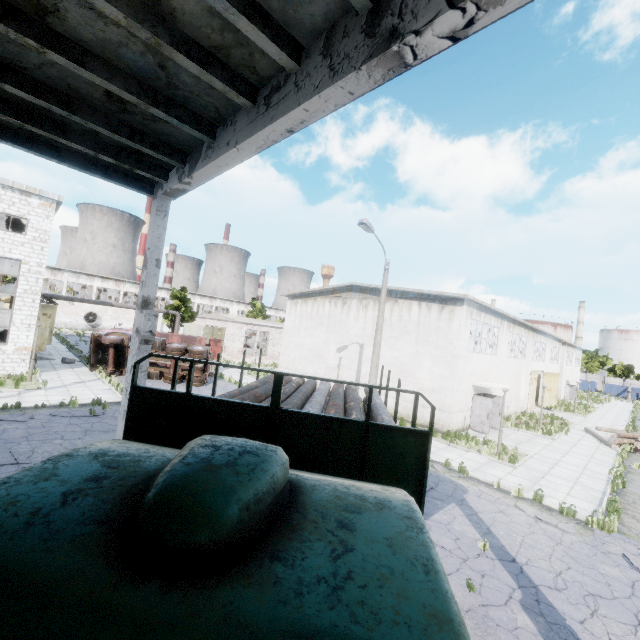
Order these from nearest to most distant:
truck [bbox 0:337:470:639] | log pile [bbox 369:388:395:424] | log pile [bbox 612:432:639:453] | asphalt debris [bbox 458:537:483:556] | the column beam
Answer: truck [bbox 0:337:470:639] → the column beam → log pile [bbox 369:388:395:424] → asphalt debris [bbox 458:537:483:556] → log pile [bbox 612:432:639:453]

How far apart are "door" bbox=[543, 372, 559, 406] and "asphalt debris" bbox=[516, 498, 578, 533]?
28.45m

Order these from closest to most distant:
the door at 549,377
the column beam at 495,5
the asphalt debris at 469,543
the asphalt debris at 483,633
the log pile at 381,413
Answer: the column beam at 495,5 → the log pile at 381,413 → the asphalt debris at 483,633 → the asphalt debris at 469,543 → the door at 549,377

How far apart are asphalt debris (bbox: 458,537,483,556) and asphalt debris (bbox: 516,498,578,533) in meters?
3.2

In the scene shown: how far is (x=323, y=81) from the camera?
3.7m

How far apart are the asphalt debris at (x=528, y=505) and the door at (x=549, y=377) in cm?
2845

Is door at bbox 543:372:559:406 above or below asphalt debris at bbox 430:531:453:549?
above

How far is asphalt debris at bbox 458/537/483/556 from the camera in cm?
781
